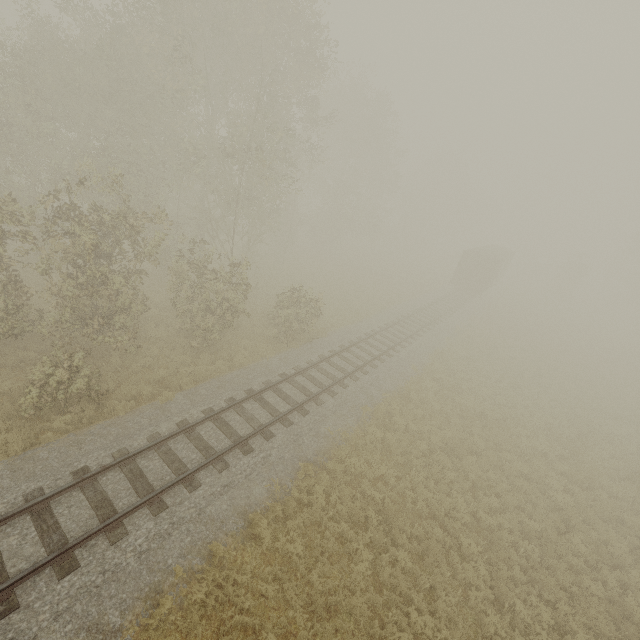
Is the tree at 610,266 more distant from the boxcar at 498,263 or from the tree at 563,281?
the boxcar at 498,263

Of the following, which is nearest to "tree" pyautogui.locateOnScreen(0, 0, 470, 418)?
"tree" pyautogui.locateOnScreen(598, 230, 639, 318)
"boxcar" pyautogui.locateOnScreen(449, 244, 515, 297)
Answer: "boxcar" pyautogui.locateOnScreen(449, 244, 515, 297)

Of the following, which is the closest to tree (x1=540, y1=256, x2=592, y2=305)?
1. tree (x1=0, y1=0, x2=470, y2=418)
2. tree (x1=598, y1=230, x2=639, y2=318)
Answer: tree (x1=0, y1=0, x2=470, y2=418)

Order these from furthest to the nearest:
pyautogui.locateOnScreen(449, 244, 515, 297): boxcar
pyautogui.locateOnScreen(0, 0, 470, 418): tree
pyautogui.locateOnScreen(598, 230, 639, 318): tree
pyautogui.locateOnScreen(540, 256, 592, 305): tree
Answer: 1. pyautogui.locateOnScreen(598, 230, 639, 318): tree
2. pyautogui.locateOnScreen(540, 256, 592, 305): tree
3. pyautogui.locateOnScreen(449, 244, 515, 297): boxcar
4. pyautogui.locateOnScreen(0, 0, 470, 418): tree

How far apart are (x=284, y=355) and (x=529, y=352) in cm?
2097

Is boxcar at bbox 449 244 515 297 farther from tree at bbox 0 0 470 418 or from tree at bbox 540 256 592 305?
tree at bbox 0 0 470 418
